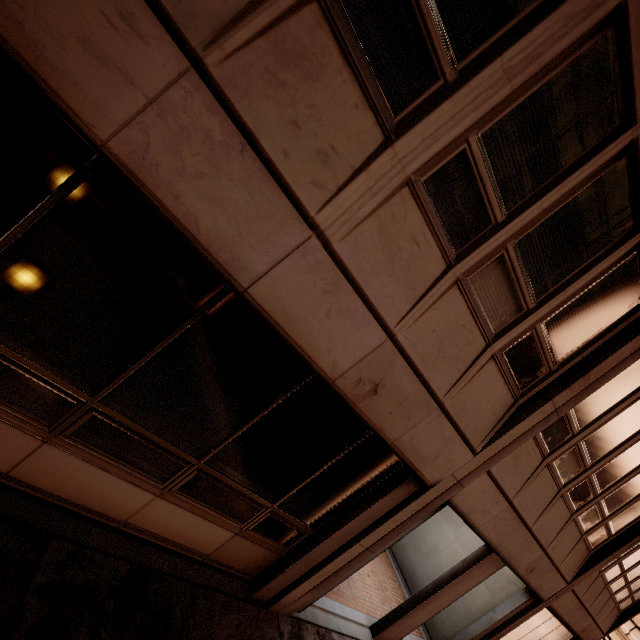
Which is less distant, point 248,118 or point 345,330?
point 248,118
